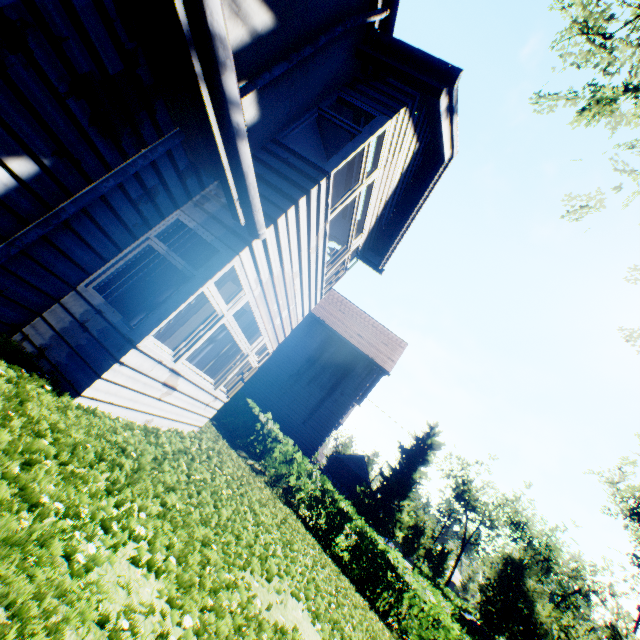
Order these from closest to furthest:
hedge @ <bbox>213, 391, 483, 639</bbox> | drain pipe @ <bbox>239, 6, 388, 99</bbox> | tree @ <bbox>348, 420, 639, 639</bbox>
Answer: drain pipe @ <bbox>239, 6, 388, 99</bbox>, hedge @ <bbox>213, 391, 483, 639</bbox>, tree @ <bbox>348, 420, 639, 639</bbox>

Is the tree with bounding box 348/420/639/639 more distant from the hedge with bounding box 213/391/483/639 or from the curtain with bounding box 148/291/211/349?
the curtain with bounding box 148/291/211/349

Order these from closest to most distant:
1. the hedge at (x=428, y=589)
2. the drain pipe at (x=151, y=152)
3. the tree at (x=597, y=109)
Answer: the drain pipe at (x=151, y=152) < the tree at (x=597, y=109) < the hedge at (x=428, y=589)

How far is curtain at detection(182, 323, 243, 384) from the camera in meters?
6.6

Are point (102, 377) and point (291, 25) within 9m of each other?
yes

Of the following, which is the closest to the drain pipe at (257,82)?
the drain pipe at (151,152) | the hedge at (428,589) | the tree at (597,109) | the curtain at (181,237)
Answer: the drain pipe at (151,152)

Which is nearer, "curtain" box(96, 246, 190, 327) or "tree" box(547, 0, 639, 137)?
"curtain" box(96, 246, 190, 327)
